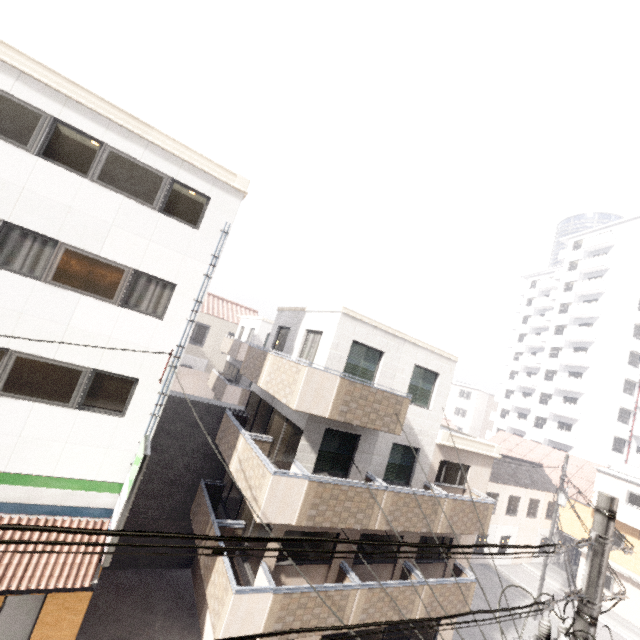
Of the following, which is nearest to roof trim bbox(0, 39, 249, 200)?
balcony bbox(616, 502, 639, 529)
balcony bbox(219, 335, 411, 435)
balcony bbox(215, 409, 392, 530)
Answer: balcony bbox(219, 335, 411, 435)

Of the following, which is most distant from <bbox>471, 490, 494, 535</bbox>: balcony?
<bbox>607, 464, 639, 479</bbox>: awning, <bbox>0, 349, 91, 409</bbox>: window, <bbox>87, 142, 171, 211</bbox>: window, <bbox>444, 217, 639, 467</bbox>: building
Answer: <bbox>444, 217, 639, 467</bbox>: building

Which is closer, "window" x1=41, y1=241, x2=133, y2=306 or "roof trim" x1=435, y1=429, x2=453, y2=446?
"window" x1=41, y1=241, x2=133, y2=306

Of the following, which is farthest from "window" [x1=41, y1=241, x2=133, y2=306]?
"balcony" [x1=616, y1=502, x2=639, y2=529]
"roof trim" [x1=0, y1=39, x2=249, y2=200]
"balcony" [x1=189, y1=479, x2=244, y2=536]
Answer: "balcony" [x1=616, y1=502, x2=639, y2=529]

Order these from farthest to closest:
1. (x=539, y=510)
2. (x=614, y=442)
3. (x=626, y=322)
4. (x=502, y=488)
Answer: (x=626, y=322) < (x=614, y=442) < (x=539, y=510) < (x=502, y=488)

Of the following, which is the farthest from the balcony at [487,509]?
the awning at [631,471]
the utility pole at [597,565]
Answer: the awning at [631,471]

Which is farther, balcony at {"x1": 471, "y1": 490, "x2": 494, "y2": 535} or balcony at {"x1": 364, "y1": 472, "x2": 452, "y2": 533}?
balcony at {"x1": 471, "y1": 490, "x2": 494, "y2": 535}

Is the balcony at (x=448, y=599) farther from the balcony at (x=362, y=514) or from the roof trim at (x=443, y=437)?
the roof trim at (x=443, y=437)
